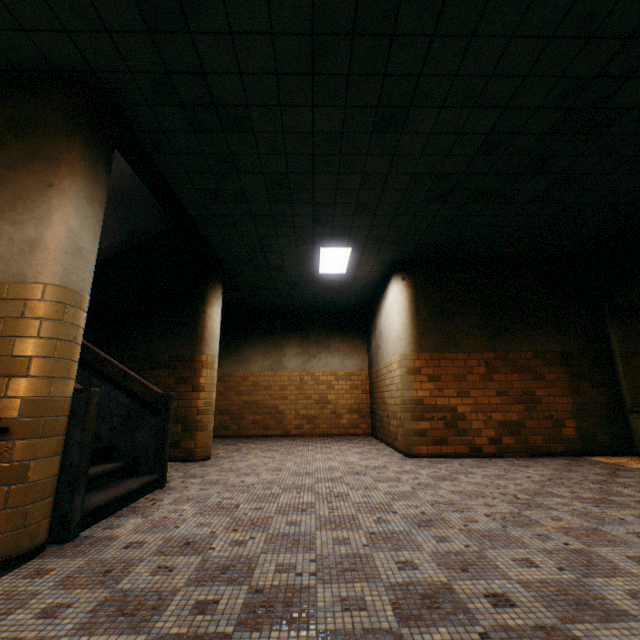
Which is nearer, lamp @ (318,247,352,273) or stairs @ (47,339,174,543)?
stairs @ (47,339,174,543)

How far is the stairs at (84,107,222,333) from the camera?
4.32m

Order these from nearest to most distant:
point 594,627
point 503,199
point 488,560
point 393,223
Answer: point 594,627 → point 488,560 → point 503,199 → point 393,223

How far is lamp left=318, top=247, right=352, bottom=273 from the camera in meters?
6.4

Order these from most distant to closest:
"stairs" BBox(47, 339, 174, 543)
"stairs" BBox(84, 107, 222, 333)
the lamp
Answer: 1. the lamp
2. "stairs" BBox(84, 107, 222, 333)
3. "stairs" BBox(47, 339, 174, 543)

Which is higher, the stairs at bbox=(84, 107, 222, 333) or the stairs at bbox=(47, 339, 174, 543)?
the stairs at bbox=(84, 107, 222, 333)

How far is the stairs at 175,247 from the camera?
4.3 meters
